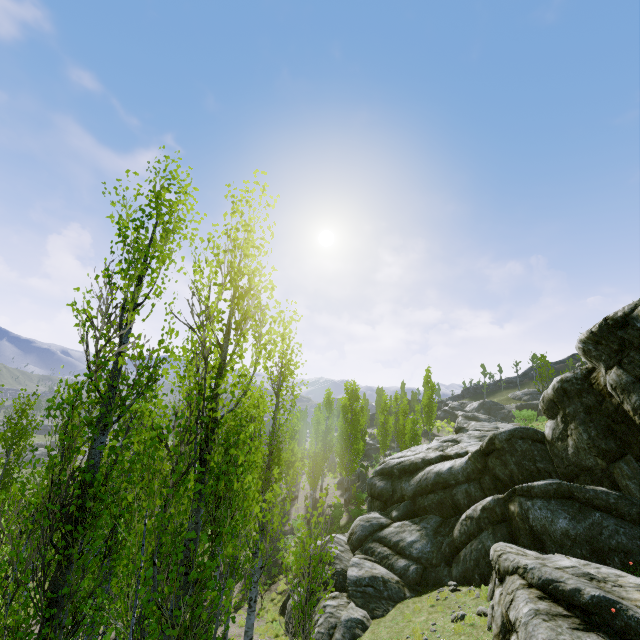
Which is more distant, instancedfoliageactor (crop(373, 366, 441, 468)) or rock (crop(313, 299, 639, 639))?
instancedfoliageactor (crop(373, 366, 441, 468))

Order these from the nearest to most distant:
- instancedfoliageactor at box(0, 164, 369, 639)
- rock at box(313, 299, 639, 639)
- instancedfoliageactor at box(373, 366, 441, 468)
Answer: instancedfoliageactor at box(0, 164, 369, 639), rock at box(313, 299, 639, 639), instancedfoliageactor at box(373, 366, 441, 468)

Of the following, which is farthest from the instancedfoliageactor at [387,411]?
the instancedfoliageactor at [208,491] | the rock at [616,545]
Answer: the rock at [616,545]

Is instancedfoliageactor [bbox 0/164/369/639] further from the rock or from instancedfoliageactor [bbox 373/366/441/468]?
instancedfoliageactor [bbox 373/366/441/468]

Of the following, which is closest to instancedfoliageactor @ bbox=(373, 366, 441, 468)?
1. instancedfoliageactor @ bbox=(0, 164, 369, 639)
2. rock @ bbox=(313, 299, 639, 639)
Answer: instancedfoliageactor @ bbox=(0, 164, 369, 639)

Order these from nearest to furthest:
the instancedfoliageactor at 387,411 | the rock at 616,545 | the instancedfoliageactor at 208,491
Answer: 1. the instancedfoliageactor at 208,491
2. the rock at 616,545
3. the instancedfoliageactor at 387,411

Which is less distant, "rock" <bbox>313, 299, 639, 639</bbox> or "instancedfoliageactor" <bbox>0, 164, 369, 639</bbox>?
"instancedfoliageactor" <bbox>0, 164, 369, 639</bbox>

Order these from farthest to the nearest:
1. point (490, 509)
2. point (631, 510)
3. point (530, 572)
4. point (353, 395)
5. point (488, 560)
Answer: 1. point (353, 395)
2. point (490, 509)
3. point (488, 560)
4. point (631, 510)
5. point (530, 572)
